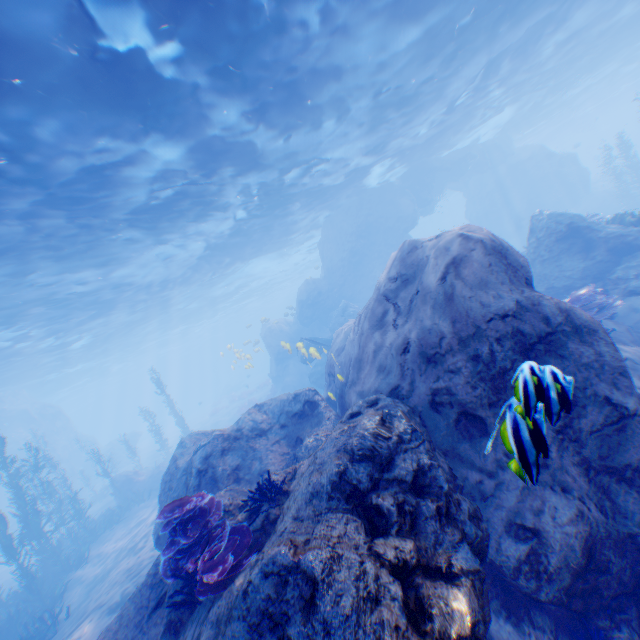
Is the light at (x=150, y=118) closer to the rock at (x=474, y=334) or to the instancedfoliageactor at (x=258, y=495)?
the rock at (x=474, y=334)

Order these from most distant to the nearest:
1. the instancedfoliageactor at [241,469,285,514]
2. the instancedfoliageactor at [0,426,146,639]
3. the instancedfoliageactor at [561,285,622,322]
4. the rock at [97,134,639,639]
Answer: the instancedfoliageactor at [0,426,146,639] < the instancedfoliageactor at [561,285,622,322] < the instancedfoliageactor at [241,469,285,514] < the rock at [97,134,639,639]

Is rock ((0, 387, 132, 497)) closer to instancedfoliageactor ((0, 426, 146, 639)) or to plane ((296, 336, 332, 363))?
plane ((296, 336, 332, 363))

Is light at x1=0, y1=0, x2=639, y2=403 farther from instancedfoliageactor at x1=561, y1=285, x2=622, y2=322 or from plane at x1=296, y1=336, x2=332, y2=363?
instancedfoliageactor at x1=561, y1=285, x2=622, y2=322

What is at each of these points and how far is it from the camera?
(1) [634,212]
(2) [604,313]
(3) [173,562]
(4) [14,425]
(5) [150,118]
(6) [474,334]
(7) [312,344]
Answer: (1) instancedfoliageactor, 25.3m
(2) instancedfoliageactor, 8.9m
(3) instancedfoliageactor, 4.3m
(4) rock, 30.3m
(5) light, 9.6m
(6) rock, 4.5m
(7) plane, 21.3m

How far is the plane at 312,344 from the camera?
14.2 meters

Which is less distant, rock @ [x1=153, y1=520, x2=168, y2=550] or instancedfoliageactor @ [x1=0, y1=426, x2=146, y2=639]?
rock @ [x1=153, y1=520, x2=168, y2=550]

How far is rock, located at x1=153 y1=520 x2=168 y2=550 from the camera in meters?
7.8
